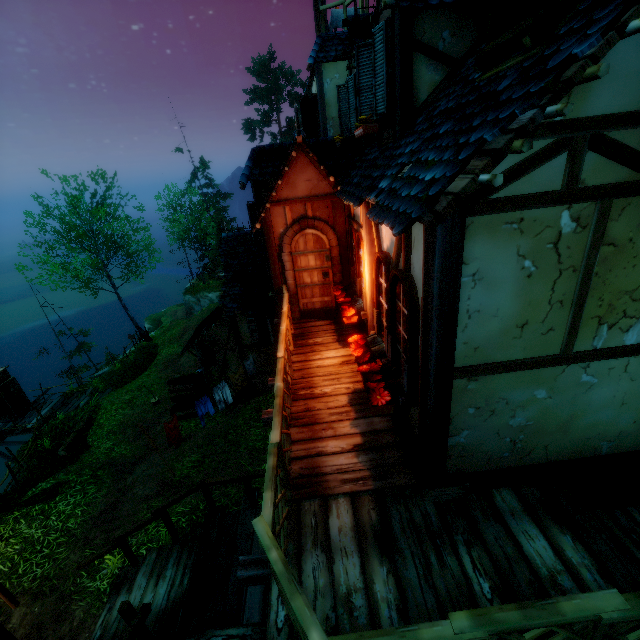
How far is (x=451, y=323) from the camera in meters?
2.8 m

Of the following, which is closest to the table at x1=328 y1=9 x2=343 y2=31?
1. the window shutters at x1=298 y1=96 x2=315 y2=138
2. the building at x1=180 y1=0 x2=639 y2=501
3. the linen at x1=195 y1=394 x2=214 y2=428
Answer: the building at x1=180 y1=0 x2=639 y2=501

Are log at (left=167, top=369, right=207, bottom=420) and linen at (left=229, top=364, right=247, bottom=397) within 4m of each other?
yes

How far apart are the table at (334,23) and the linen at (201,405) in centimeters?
1304cm

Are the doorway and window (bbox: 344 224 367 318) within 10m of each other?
yes

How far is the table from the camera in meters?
10.9

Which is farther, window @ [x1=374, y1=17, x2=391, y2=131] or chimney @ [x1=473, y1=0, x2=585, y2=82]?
window @ [x1=374, y1=17, x2=391, y2=131]

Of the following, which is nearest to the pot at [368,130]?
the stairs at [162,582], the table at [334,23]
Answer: the stairs at [162,582]
